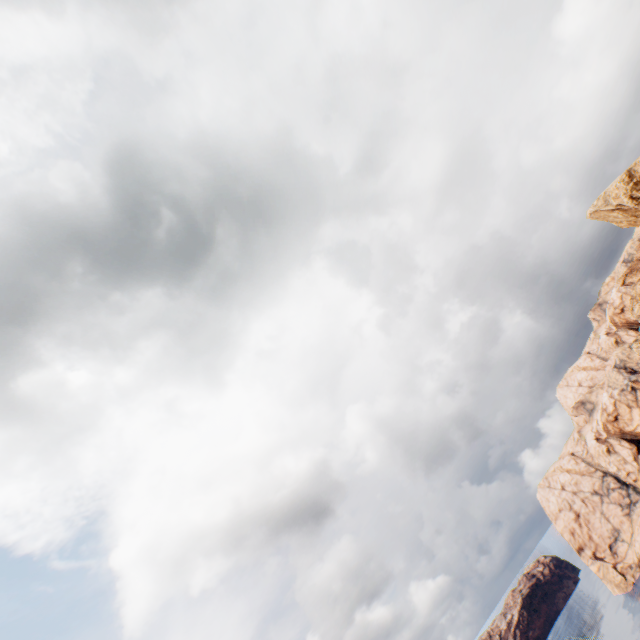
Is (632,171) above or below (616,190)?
below
